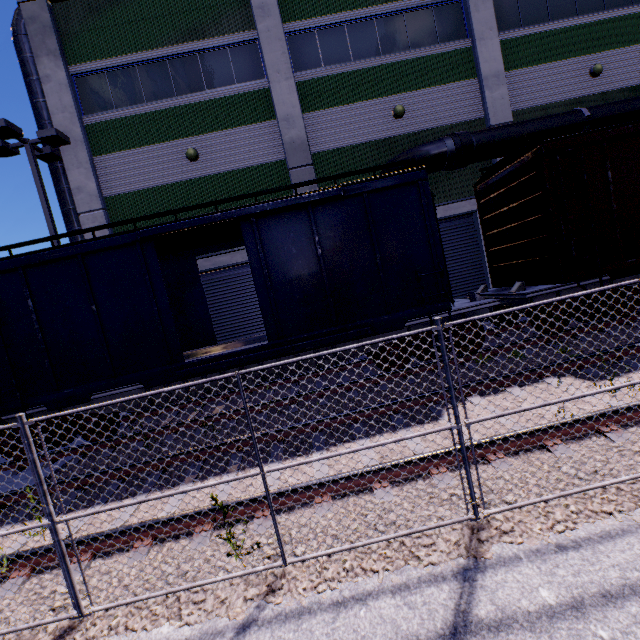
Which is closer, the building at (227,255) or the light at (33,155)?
the light at (33,155)

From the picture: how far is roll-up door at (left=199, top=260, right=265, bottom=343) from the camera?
12.7m

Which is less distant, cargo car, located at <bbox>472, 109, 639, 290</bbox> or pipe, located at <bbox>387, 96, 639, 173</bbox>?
cargo car, located at <bbox>472, 109, 639, 290</bbox>

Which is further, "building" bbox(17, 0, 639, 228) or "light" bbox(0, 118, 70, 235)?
"building" bbox(17, 0, 639, 228)

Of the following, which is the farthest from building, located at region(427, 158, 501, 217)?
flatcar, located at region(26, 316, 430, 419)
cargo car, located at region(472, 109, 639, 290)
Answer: flatcar, located at region(26, 316, 430, 419)

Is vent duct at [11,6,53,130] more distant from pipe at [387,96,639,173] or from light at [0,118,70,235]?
pipe at [387,96,639,173]

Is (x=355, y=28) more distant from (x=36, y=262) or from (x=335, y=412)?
(x=335, y=412)
